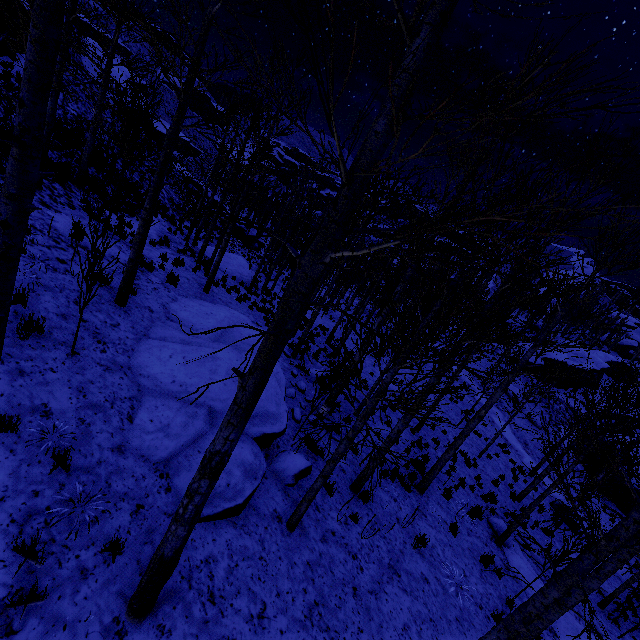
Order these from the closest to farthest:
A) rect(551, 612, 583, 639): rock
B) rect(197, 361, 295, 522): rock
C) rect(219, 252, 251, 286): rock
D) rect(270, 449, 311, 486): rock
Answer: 1. rect(197, 361, 295, 522): rock
2. rect(270, 449, 311, 486): rock
3. rect(551, 612, 583, 639): rock
4. rect(219, 252, 251, 286): rock

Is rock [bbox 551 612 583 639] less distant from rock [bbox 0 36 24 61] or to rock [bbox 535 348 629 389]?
rock [bbox 0 36 24 61]

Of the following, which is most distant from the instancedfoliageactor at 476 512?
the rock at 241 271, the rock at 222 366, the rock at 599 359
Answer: the rock at 222 366

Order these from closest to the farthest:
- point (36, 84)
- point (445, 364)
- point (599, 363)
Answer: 1. point (36, 84)
2. point (445, 364)
3. point (599, 363)

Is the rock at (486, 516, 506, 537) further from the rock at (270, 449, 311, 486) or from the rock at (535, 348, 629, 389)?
the rock at (535, 348, 629, 389)

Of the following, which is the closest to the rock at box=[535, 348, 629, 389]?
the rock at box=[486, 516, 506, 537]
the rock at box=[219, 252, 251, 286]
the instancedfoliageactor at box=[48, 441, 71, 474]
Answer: the rock at box=[486, 516, 506, 537]

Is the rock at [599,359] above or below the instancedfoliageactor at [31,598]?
above

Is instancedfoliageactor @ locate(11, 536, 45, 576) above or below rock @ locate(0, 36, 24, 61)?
below
